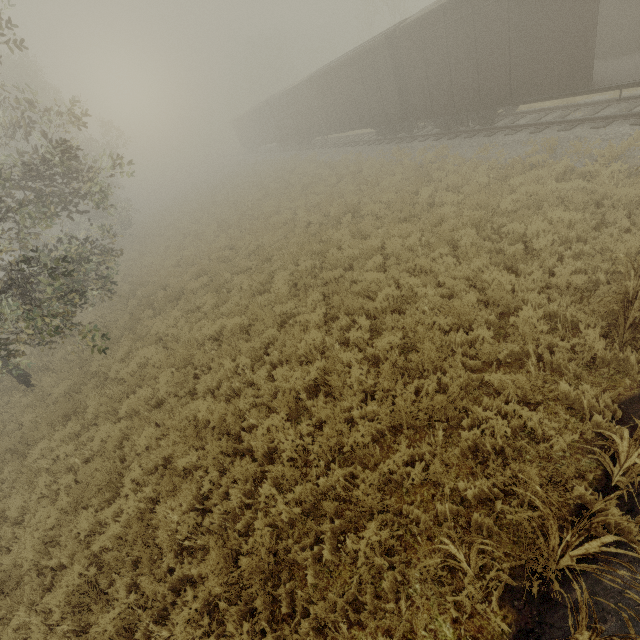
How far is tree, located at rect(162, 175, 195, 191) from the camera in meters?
55.5 m

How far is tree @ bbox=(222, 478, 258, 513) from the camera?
5.3 meters

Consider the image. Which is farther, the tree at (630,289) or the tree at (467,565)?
the tree at (630,289)

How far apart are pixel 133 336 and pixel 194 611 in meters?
10.2 m

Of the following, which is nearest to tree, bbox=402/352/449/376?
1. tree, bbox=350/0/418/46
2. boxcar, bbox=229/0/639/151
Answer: boxcar, bbox=229/0/639/151

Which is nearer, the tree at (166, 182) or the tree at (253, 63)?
the tree at (253, 63)
